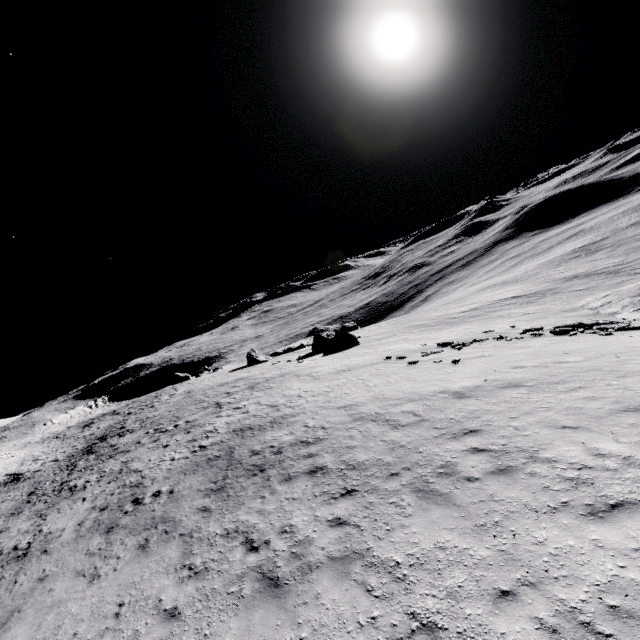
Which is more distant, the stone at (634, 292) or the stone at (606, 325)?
the stone at (634, 292)

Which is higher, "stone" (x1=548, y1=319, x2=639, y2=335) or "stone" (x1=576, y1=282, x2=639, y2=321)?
"stone" (x1=548, y1=319, x2=639, y2=335)

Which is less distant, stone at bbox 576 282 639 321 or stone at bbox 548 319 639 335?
stone at bbox 548 319 639 335

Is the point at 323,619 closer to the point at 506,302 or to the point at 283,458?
the point at 283,458

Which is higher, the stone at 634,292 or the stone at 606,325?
the stone at 606,325
